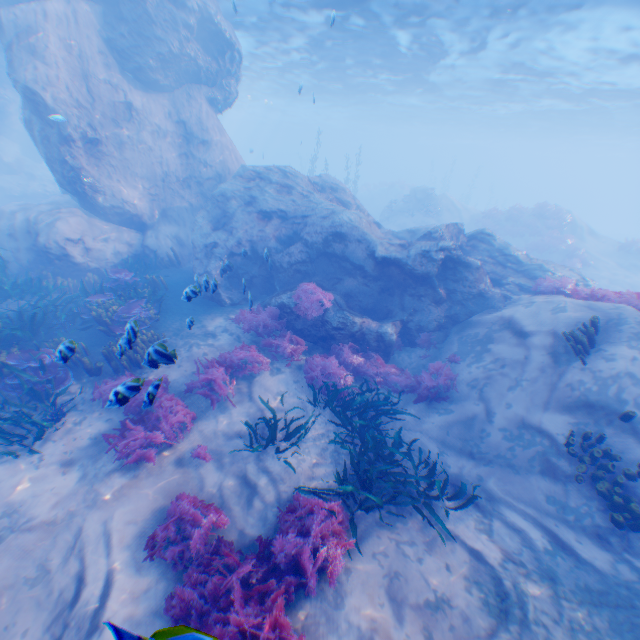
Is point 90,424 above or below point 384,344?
below

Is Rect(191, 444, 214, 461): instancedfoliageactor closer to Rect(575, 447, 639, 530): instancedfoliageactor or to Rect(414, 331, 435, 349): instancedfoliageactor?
Rect(414, 331, 435, 349): instancedfoliageactor

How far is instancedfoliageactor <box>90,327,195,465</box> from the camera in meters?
4.8 m

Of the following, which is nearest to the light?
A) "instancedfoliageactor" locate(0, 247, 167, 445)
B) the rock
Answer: the rock

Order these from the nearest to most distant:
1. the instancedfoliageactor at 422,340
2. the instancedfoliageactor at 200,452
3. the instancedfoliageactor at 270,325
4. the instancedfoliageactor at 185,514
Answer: the instancedfoliageactor at 185,514 < the instancedfoliageactor at 200,452 < the instancedfoliageactor at 270,325 < the instancedfoliageactor at 422,340

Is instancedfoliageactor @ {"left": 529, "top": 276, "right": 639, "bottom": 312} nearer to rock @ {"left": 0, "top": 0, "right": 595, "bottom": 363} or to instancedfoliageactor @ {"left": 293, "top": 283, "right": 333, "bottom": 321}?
rock @ {"left": 0, "top": 0, "right": 595, "bottom": 363}

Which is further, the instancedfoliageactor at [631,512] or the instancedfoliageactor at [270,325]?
the instancedfoliageactor at [270,325]

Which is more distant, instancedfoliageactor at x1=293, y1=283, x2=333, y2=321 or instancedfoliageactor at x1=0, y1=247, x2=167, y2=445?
instancedfoliageactor at x1=293, y1=283, x2=333, y2=321
